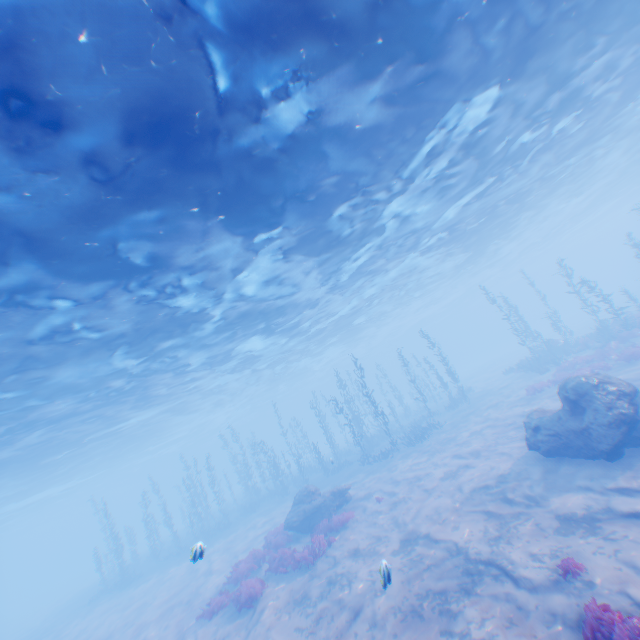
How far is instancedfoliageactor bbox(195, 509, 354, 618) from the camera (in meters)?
13.08

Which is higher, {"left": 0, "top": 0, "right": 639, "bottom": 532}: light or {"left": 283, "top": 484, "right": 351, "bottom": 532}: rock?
{"left": 0, "top": 0, "right": 639, "bottom": 532}: light

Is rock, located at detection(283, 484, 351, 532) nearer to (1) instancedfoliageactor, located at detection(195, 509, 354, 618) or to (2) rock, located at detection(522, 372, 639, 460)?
(1) instancedfoliageactor, located at detection(195, 509, 354, 618)

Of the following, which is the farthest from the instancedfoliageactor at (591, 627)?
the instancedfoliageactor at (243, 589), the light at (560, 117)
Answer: the light at (560, 117)

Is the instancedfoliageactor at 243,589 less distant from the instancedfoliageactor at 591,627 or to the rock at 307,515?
the rock at 307,515

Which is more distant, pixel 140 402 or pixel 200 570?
pixel 140 402

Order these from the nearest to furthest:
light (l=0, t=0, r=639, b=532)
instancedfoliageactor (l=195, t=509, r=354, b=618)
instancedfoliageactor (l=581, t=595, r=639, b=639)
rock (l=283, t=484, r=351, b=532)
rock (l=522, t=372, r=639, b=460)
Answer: instancedfoliageactor (l=581, t=595, r=639, b=639) < light (l=0, t=0, r=639, b=532) < rock (l=522, t=372, r=639, b=460) < instancedfoliageactor (l=195, t=509, r=354, b=618) < rock (l=283, t=484, r=351, b=532)

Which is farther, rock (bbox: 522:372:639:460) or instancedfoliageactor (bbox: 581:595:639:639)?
rock (bbox: 522:372:639:460)
